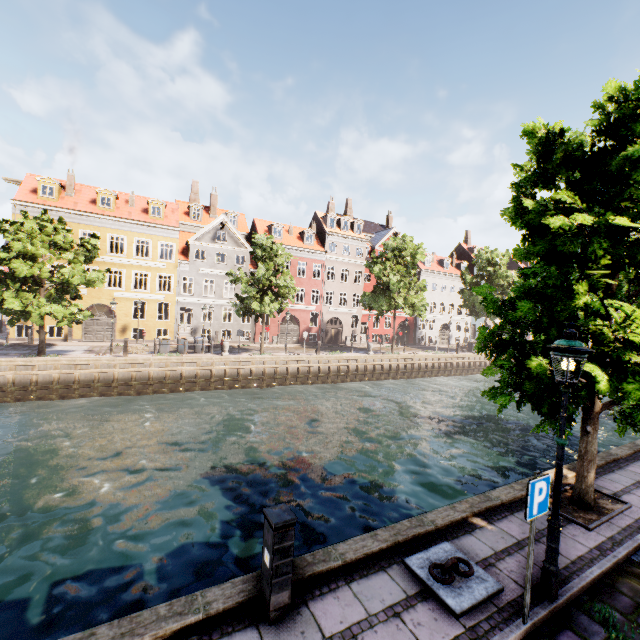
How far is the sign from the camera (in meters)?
3.93

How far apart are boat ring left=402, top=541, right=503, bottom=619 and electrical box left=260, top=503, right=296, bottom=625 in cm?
196

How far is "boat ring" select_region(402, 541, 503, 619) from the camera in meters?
4.3 m

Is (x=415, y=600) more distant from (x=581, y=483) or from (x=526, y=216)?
(x=526, y=216)

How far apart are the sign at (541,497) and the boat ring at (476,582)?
1.46m

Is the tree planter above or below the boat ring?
below

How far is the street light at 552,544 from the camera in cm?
432

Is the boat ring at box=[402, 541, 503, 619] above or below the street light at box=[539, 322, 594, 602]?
below
